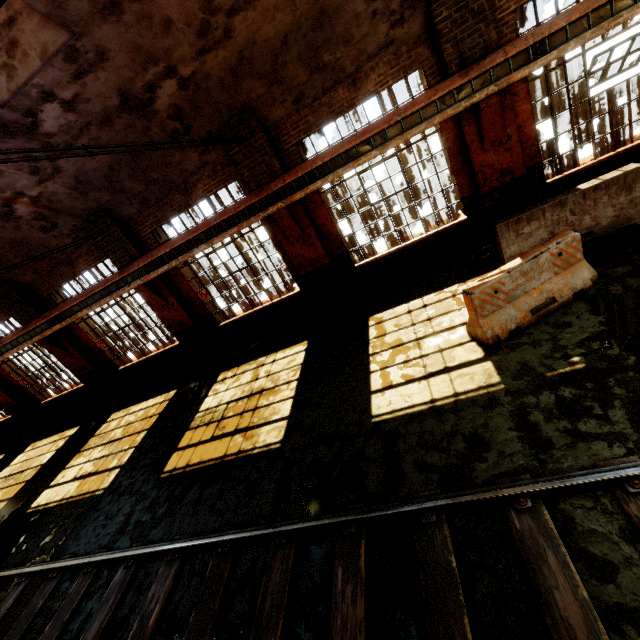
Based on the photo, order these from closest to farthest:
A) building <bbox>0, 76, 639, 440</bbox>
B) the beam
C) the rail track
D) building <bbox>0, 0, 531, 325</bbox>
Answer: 1. the rail track
2. building <bbox>0, 0, 531, 325</bbox>
3. the beam
4. building <bbox>0, 76, 639, 440</bbox>

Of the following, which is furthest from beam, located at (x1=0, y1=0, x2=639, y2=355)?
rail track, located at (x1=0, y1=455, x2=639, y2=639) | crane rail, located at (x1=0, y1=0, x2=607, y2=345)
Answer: rail track, located at (x1=0, y1=455, x2=639, y2=639)

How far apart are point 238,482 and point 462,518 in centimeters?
380cm

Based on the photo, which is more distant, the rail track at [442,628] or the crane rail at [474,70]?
the crane rail at [474,70]

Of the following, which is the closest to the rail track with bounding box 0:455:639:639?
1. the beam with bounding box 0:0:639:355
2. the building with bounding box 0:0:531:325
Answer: the building with bounding box 0:0:531:325

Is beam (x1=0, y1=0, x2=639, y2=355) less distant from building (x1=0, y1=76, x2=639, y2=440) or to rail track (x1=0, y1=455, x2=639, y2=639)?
building (x1=0, y1=76, x2=639, y2=440)

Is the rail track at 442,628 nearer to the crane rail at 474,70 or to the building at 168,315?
the building at 168,315

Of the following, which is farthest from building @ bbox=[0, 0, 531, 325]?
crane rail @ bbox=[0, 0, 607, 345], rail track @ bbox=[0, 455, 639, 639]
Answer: rail track @ bbox=[0, 455, 639, 639]
